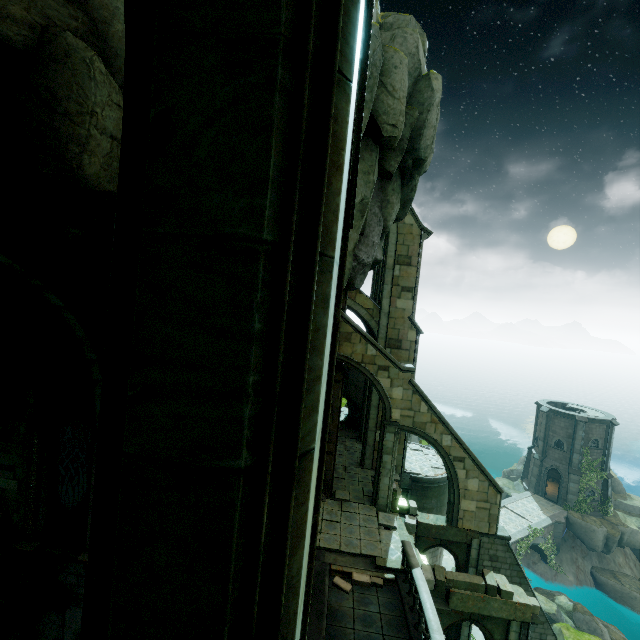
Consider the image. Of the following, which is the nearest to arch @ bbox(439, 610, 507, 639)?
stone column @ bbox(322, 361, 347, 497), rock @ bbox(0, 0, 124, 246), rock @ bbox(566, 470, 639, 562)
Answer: stone column @ bbox(322, 361, 347, 497)

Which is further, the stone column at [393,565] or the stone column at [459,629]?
the stone column at [459,629]

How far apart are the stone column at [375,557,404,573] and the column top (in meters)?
14.18

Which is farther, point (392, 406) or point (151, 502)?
point (392, 406)

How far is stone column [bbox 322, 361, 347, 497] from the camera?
16.91m

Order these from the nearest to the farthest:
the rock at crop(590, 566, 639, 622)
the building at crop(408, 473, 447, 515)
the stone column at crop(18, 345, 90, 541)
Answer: the stone column at crop(18, 345, 90, 541) → the building at crop(408, 473, 447, 515) → the rock at crop(590, 566, 639, 622)

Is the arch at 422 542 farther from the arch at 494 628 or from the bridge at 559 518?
the bridge at 559 518

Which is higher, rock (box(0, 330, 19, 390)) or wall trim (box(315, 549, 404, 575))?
rock (box(0, 330, 19, 390))
